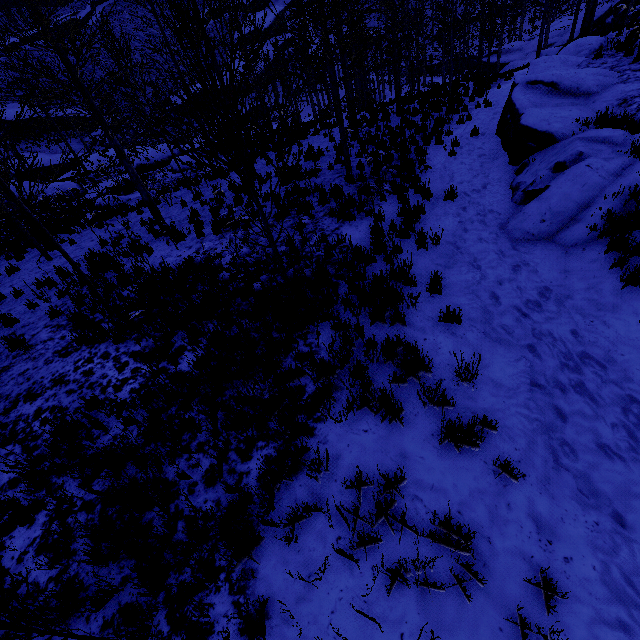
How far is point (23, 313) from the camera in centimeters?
877cm

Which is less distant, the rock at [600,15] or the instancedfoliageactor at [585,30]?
the instancedfoliageactor at [585,30]

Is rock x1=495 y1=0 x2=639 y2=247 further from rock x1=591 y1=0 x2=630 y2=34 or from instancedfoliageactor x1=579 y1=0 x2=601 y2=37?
rock x1=591 y1=0 x2=630 y2=34

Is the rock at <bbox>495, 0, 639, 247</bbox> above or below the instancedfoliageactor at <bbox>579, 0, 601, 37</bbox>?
below

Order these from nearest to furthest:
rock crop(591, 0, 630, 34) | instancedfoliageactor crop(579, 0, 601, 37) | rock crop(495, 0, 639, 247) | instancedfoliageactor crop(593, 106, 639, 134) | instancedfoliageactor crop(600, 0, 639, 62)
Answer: rock crop(495, 0, 639, 247), instancedfoliageactor crop(593, 106, 639, 134), instancedfoliageactor crop(600, 0, 639, 62), instancedfoliageactor crop(579, 0, 601, 37), rock crop(591, 0, 630, 34)

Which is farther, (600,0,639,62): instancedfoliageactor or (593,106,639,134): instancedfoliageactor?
(600,0,639,62): instancedfoliageactor

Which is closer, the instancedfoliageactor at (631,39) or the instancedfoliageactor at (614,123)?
the instancedfoliageactor at (614,123)

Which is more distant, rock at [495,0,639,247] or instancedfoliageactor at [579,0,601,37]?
instancedfoliageactor at [579,0,601,37]
